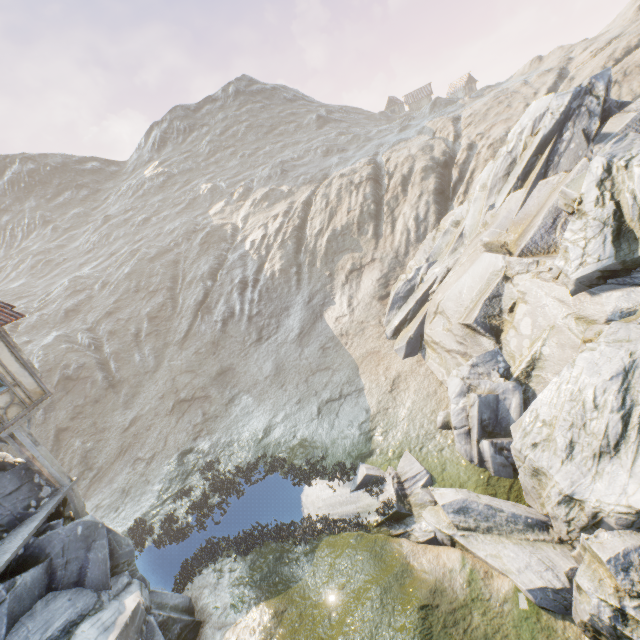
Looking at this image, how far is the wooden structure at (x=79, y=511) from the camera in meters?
11.8

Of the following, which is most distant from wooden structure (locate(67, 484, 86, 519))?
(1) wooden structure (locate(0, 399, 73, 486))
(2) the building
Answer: (2) the building

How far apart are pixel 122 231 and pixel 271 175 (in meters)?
29.52

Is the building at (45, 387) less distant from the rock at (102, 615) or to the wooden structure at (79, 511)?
the rock at (102, 615)

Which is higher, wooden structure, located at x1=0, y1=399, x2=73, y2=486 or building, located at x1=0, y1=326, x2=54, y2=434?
building, located at x1=0, y1=326, x2=54, y2=434

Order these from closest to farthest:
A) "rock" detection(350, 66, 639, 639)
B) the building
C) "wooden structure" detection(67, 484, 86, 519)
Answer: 1. "rock" detection(350, 66, 639, 639)
2. the building
3. "wooden structure" detection(67, 484, 86, 519)

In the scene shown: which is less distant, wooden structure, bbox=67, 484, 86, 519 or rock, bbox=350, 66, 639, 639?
rock, bbox=350, 66, 639, 639

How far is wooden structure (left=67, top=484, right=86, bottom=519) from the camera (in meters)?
11.82
